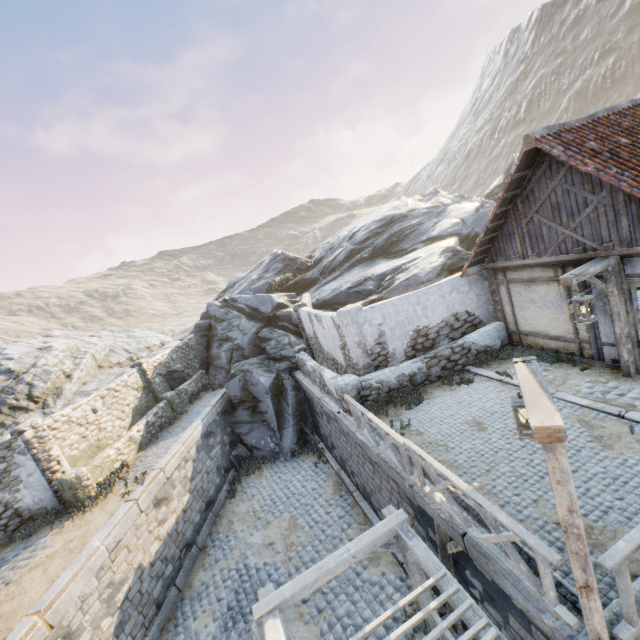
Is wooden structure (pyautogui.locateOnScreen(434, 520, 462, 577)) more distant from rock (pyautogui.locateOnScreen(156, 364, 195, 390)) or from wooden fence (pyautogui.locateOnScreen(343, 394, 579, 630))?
rock (pyautogui.locateOnScreen(156, 364, 195, 390))

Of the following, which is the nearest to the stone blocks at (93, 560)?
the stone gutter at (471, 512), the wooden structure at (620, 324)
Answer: the stone gutter at (471, 512)

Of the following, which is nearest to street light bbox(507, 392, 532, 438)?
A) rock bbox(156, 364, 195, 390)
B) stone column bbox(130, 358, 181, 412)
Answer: stone column bbox(130, 358, 181, 412)

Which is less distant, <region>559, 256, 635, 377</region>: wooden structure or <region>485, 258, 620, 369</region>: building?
<region>559, 256, 635, 377</region>: wooden structure

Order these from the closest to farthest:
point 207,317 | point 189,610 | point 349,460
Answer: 1. point 189,610
2. point 349,460
3. point 207,317

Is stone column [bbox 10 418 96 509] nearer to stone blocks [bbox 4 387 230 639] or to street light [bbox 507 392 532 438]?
stone blocks [bbox 4 387 230 639]

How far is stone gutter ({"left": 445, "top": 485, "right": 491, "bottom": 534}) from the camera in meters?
5.3 m

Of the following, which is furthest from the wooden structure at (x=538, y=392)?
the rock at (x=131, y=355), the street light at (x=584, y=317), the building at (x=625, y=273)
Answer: the rock at (x=131, y=355)
